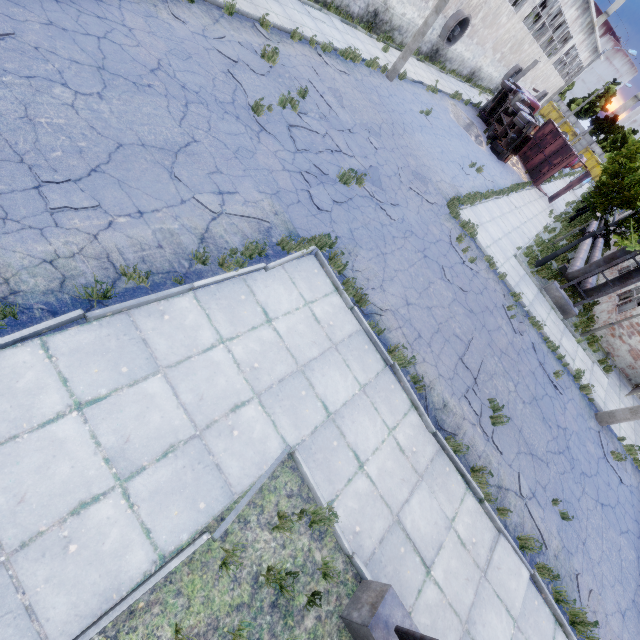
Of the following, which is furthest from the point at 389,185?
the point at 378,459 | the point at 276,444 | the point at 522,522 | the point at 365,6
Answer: the point at 365,6

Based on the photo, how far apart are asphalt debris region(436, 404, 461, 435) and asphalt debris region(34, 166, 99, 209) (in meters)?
7.08

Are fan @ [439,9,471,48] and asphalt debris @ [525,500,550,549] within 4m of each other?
no

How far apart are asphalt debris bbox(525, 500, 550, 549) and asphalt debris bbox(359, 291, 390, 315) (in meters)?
5.04

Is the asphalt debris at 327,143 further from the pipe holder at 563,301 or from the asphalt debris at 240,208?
the pipe holder at 563,301

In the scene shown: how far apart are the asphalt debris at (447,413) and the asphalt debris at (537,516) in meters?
2.1

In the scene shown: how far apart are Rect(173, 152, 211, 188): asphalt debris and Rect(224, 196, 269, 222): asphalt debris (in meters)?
0.19

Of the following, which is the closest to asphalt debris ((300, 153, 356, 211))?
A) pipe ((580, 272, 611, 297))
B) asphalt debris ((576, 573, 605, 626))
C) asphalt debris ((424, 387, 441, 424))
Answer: asphalt debris ((424, 387, 441, 424))
